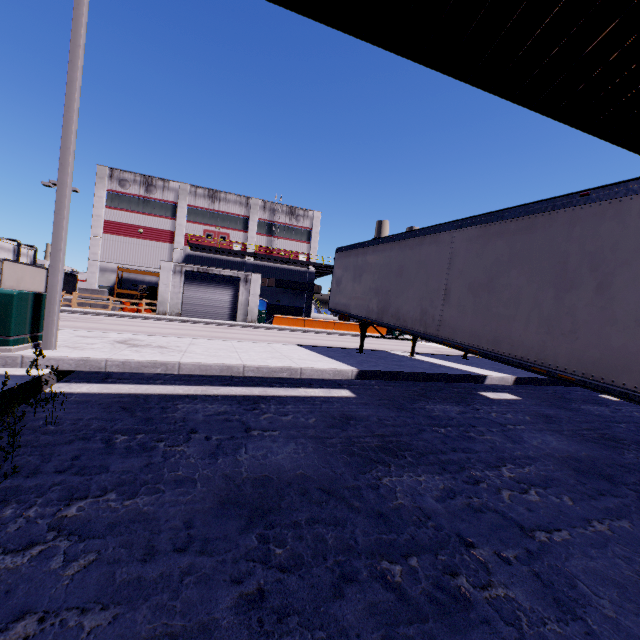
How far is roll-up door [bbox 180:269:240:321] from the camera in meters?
30.0 m

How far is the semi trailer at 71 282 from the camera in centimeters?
3953cm

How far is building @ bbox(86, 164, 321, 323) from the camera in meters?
31.4

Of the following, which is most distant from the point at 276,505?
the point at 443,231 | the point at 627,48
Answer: the point at 627,48

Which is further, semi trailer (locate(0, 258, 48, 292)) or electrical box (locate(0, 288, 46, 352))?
semi trailer (locate(0, 258, 48, 292))

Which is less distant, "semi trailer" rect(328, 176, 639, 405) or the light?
"semi trailer" rect(328, 176, 639, 405)

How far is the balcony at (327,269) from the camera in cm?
3486

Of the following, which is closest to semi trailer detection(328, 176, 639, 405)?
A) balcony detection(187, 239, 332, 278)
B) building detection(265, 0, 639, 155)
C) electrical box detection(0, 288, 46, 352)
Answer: building detection(265, 0, 639, 155)
